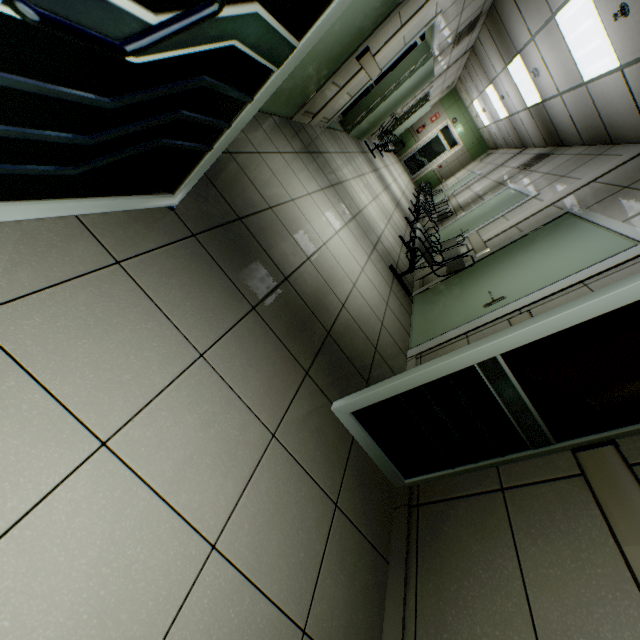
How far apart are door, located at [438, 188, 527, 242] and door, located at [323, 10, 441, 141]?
2.8 meters

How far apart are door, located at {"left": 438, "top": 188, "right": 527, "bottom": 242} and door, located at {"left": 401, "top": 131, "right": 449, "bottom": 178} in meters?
9.8 m

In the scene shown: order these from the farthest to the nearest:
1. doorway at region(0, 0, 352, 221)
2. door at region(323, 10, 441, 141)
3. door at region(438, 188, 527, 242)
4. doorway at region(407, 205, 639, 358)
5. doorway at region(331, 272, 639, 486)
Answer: door at region(438, 188, 527, 242), door at region(323, 10, 441, 141), doorway at region(407, 205, 639, 358), doorway at region(331, 272, 639, 486), doorway at region(0, 0, 352, 221)

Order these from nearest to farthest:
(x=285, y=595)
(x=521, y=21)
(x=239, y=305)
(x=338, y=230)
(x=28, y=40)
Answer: (x=28, y=40) < (x=285, y=595) < (x=239, y=305) < (x=338, y=230) < (x=521, y=21)

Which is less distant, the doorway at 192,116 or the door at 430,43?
the doorway at 192,116

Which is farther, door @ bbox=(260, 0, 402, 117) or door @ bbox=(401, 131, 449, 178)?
door @ bbox=(401, 131, 449, 178)

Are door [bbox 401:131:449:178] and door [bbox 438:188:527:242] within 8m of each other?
no

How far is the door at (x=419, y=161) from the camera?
14.69m
